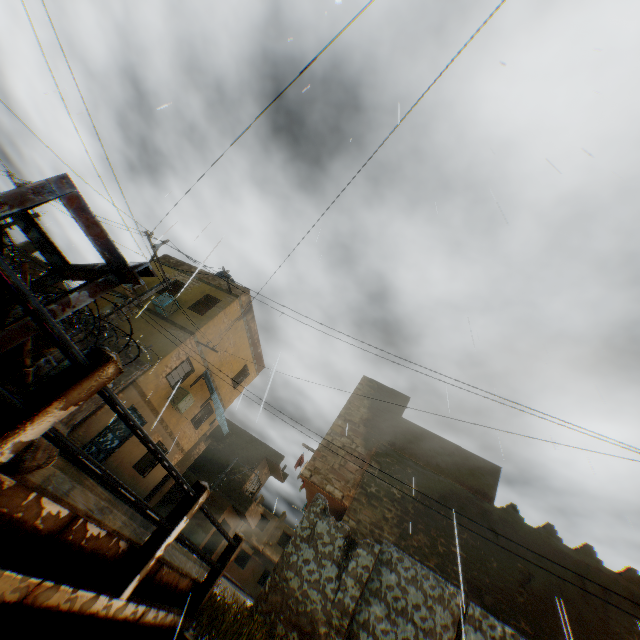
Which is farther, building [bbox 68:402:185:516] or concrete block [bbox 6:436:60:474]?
building [bbox 68:402:185:516]

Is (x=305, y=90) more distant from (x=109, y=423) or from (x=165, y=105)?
(x=109, y=423)

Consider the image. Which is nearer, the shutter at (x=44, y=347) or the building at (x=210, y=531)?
the shutter at (x=44, y=347)

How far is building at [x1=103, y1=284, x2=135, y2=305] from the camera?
16.8m

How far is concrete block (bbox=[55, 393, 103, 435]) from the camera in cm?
348

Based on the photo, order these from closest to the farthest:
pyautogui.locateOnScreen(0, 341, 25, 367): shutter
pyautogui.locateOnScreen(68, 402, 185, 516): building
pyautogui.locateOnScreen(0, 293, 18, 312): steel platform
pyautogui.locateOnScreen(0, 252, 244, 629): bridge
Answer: pyautogui.locateOnScreen(0, 252, 244, 629): bridge
pyautogui.locateOnScreen(0, 293, 18, 312): steel platform
pyautogui.locateOnScreen(0, 341, 25, 367): shutter
pyautogui.locateOnScreen(68, 402, 185, 516): building

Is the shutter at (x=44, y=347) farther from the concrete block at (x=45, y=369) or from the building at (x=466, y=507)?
the building at (x=466, y=507)

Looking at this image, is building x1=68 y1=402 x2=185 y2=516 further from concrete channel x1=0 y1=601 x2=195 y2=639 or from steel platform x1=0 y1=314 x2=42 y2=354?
steel platform x1=0 y1=314 x2=42 y2=354
